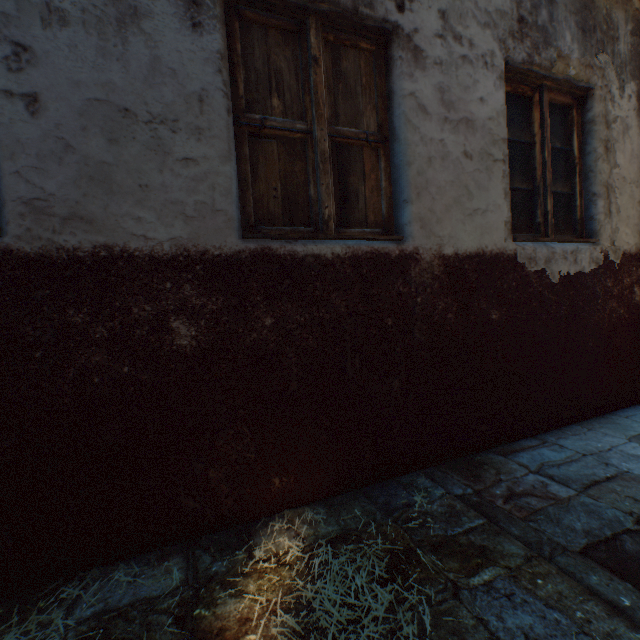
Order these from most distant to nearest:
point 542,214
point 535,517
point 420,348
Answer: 1. point 542,214
2. point 420,348
3. point 535,517
